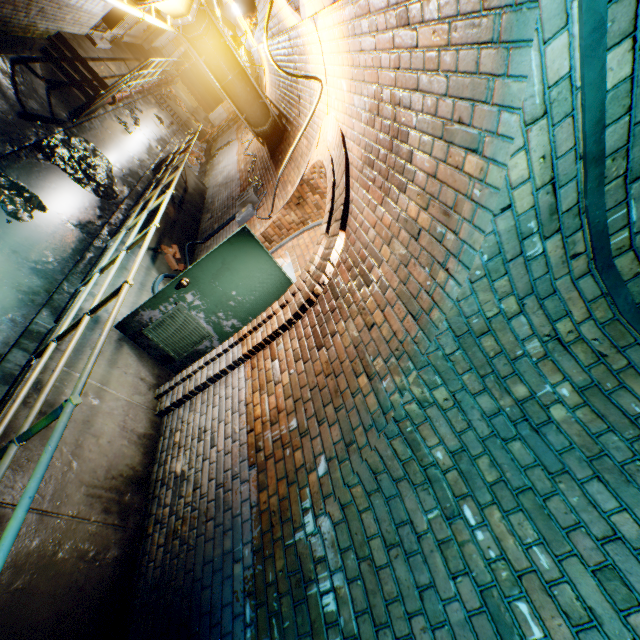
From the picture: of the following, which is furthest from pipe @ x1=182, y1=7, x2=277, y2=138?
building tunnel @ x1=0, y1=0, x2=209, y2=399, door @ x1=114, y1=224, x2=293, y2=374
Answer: door @ x1=114, y1=224, x2=293, y2=374

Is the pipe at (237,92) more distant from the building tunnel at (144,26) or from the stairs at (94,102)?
the stairs at (94,102)

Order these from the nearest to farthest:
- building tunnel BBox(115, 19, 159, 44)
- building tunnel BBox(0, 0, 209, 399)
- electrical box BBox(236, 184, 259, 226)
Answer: building tunnel BBox(0, 0, 209, 399)
electrical box BBox(236, 184, 259, 226)
building tunnel BBox(115, 19, 159, 44)

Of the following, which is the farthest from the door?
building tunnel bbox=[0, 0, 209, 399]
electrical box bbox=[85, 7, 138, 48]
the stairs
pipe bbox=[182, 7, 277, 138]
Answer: electrical box bbox=[85, 7, 138, 48]

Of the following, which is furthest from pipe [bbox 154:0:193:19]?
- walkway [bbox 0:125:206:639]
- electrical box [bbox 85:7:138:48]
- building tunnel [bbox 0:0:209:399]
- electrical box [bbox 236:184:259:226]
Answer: electrical box [bbox 236:184:259:226]

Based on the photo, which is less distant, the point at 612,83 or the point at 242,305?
the point at 612,83

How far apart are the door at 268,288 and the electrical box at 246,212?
3.1m

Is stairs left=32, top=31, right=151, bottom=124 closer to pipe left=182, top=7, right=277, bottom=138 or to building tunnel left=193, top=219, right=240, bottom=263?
building tunnel left=193, top=219, right=240, bottom=263
